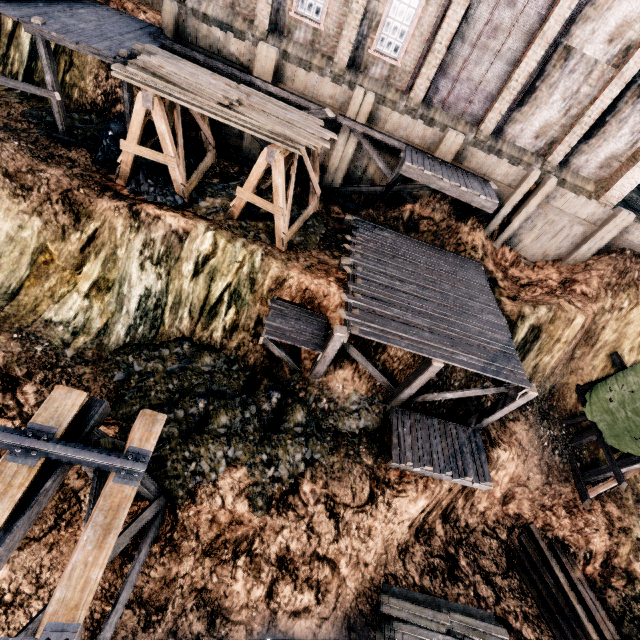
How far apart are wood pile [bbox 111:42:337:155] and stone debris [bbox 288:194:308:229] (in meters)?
3.50

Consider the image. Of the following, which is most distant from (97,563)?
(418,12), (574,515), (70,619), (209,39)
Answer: (418,12)

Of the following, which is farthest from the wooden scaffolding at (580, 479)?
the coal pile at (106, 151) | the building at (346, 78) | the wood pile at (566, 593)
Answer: the coal pile at (106, 151)

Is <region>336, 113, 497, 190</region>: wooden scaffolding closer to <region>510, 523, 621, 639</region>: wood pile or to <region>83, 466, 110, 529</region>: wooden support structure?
<region>83, 466, 110, 529</region>: wooden support structure

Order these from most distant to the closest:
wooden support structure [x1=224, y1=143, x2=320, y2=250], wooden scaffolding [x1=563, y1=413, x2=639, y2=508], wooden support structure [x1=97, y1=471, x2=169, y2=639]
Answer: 1. wooden scaffolding [x1=563, y1=413, x2=639, y2=508]
2. wooden support structure [x1=224, y1=143, x2=320, y2=250]
3. wooden support structure [x1=97, y1=471, x2=169, y2=639]

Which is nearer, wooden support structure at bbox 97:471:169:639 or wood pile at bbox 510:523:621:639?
wooden support structure at bbox 97:471:169:639

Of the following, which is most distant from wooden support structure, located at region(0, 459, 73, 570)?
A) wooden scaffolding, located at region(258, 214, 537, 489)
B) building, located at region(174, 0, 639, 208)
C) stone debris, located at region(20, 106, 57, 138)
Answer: building, located at region(174, 0, 639, 208)

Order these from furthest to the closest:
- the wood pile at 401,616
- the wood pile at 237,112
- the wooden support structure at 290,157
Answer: the wood pile at 401,616, the wooden support structure at 290,157, the wood pile at 237,112
